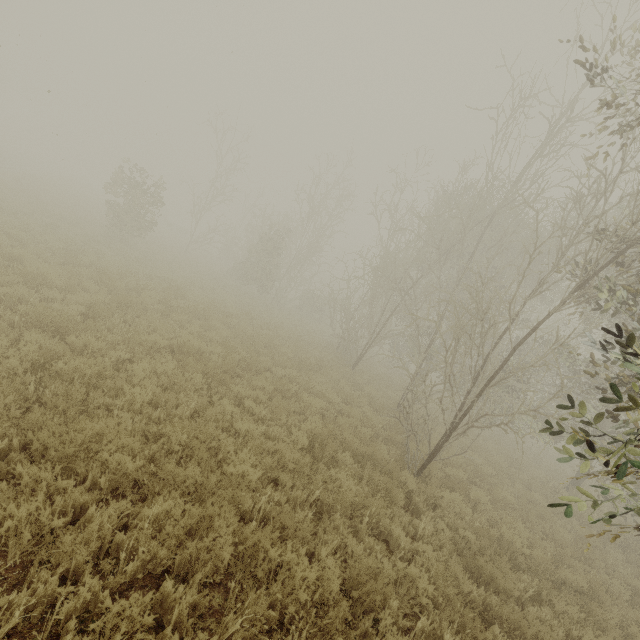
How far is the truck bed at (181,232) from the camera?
41.3 meters

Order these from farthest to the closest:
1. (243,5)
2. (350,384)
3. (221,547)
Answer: (243,5), (350,384), (221,547)

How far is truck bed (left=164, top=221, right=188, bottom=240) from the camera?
41.3 meters
